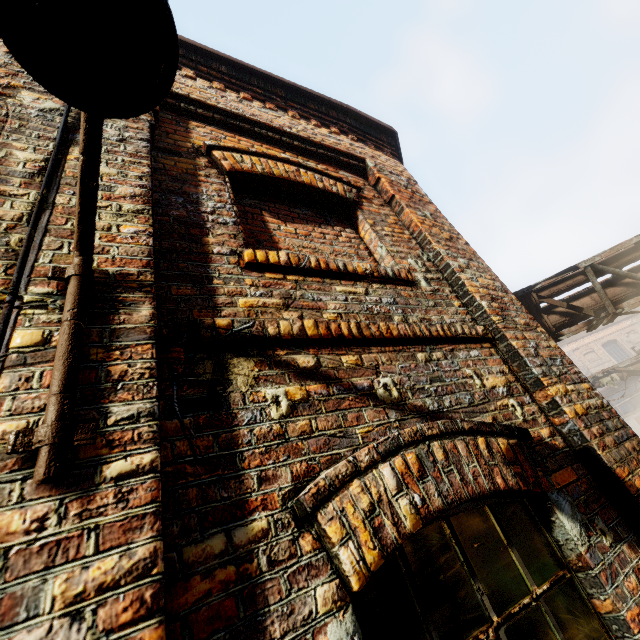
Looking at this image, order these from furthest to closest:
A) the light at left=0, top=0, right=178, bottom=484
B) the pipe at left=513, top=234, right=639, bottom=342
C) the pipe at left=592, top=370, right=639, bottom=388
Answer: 1. the pipe at left=592, top=370, right=639, bottom=388
2. the pipe at left=513, top=234, right=639, bottom=342
3. the light at left=0, top=0, right=178, bottom=484

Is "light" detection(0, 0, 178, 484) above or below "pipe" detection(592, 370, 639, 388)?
below

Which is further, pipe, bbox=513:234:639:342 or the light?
pipe, bbox=513:234:639:342

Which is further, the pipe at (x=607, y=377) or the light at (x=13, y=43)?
the pipe at (x=607, y=377)

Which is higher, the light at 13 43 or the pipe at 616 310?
the pipe at 616 310

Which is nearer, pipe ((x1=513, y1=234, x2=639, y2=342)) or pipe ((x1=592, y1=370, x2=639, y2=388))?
pipe ((x1=513, y1=234, x2=639, y2=342))

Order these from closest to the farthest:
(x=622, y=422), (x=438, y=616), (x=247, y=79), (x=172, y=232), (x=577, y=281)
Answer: (x=438, y=616) < (x=172, y=232) < (x=622, y=422) < (x=247, y=79) < (x=577, y=281)
